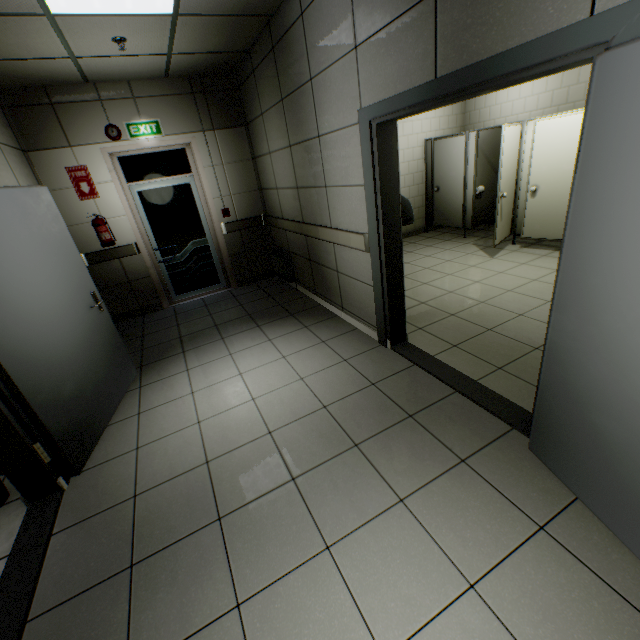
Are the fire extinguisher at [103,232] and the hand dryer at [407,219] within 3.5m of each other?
no

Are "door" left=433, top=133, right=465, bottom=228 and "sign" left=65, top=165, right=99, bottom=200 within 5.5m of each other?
no

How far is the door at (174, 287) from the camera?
5.21m

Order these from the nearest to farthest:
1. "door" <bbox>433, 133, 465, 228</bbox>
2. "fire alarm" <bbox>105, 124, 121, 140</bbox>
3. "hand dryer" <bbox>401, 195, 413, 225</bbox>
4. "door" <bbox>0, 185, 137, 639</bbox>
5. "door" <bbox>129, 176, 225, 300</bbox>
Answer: "door" <bbox>0, 185, 137, 639</bbox> < "hand dryer" <bbox>401, 195, 413, 225</bbox> < "fire alarm" <bbox>105, 124, 121, 140</bbox> < "door" <bbox>129, 176, 225, 300</bbox> < "door" <bbox>433, 133, 465, 228</bbox>

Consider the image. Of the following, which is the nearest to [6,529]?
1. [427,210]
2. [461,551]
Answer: [461,551]

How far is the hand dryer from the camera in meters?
2.9

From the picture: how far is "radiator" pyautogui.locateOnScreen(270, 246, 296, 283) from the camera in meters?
5.3 m

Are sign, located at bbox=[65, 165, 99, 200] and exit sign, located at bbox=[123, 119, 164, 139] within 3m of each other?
yes
